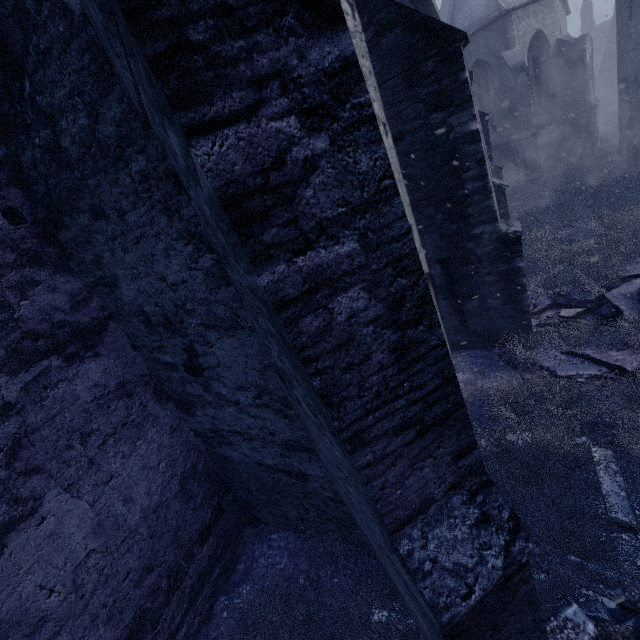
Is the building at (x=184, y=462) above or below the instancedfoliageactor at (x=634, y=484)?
above

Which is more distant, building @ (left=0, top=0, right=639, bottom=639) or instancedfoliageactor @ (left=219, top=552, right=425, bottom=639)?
instancedfoliageactor @ (left=219, top=552, right=425, bottom=639)

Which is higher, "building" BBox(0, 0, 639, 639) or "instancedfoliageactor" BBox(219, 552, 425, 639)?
"building" BBox(0, 0, 639, 639)

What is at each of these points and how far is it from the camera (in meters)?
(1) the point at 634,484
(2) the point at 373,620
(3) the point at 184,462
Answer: (1) instancedfoliageactor, 3.34
(2) instancedfoliageactor, 3.12
(3) building, 3.96

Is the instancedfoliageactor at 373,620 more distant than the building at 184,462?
Yes
